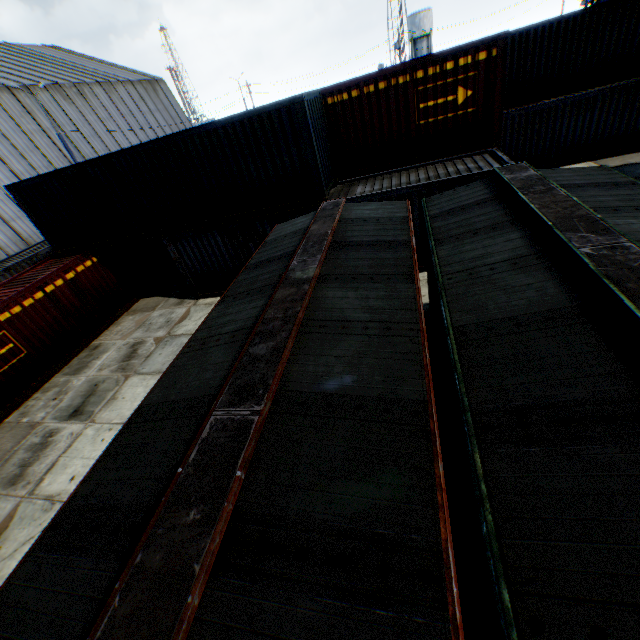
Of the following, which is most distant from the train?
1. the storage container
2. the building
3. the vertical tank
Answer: the vertical tank

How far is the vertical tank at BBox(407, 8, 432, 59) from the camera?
53.97m

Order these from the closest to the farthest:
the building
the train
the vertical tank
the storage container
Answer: the train → the storage container → the building → the vertical tank

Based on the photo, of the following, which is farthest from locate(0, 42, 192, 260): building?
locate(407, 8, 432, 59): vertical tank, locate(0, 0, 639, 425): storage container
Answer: locate(407, 8, 432, 59): vertical tank

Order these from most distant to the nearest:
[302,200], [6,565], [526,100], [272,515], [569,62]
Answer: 1. [526,100]
2. [569,62]
3. [302,200]
4. [6,565]
5. [272,515]

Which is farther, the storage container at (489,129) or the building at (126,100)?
the building at (126,100)

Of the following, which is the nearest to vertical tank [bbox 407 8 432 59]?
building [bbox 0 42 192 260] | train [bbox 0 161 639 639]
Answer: building [bbox 0 42 192 260]

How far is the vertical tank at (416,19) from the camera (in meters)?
53.97
